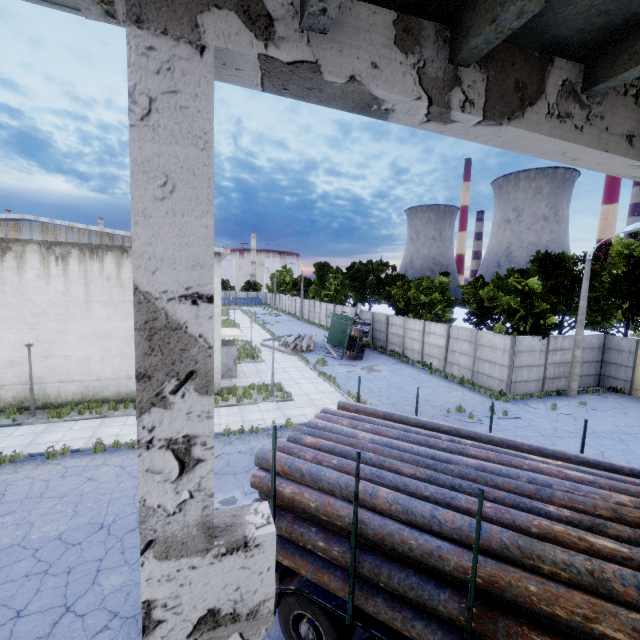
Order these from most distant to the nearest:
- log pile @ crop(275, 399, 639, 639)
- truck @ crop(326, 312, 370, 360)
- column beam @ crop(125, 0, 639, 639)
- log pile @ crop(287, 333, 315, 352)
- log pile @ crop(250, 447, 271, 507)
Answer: log pile @ crop(287, 333, 315, 352), truck @ crop(326, 312, 370, 360), log pile @ crop(250, 447, 271, 507), log pile @ crop(275, 399, 639, 639), column beam @ crop(125, 0, 639, 639)

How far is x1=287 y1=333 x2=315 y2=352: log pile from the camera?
30.00m

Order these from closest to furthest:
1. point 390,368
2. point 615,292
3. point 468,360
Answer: point 615,292
point 468,360
point 390,368

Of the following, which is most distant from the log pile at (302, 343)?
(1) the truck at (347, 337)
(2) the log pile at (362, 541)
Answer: (2) the log pile at (362, 541)

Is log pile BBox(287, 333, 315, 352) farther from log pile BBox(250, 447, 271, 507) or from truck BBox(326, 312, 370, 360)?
log pile BBox(250, 447, 271, 507)

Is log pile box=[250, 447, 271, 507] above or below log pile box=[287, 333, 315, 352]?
above

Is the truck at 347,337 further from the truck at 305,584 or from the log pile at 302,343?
the truck at 305,584

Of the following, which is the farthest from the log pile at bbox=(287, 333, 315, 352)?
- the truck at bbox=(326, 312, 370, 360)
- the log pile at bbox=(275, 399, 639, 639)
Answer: the log pile at bbox=(275, 399, 639, 639)
